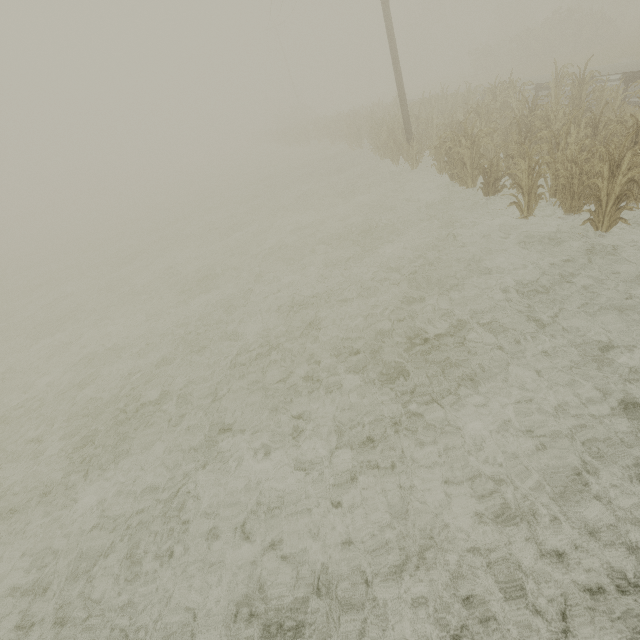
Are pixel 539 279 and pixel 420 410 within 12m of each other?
yes

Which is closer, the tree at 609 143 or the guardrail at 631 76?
the tree at 609 143

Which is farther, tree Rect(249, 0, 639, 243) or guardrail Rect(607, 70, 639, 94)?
guardrail Rect(607, 70, 639, 94)
